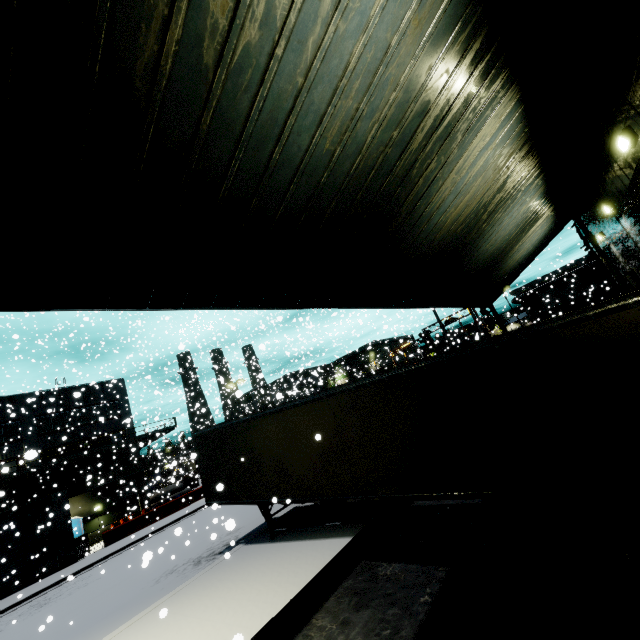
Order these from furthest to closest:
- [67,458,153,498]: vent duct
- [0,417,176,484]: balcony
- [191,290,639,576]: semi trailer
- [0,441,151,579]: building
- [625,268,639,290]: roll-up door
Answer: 1. [67,458,153,498]: vent duct
2. [0,417,176,484]: balcony
3. [0,441,151,579]: building
4. [625,268,639,290]: roll-up door
5. [191,290,639,576]: semi trailer

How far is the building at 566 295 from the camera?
51.84m

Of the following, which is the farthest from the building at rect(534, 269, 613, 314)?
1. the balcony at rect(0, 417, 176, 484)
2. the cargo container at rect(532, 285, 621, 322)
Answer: the cargo container at rect(532, 285, 621, 322)

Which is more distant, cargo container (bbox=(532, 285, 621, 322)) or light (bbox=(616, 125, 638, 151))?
cargo container (bbox=(532, 285, 621, 322))

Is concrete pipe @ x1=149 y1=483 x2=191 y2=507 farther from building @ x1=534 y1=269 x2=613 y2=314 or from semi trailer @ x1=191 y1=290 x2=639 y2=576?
semi trailer @ x1=191 y1=290 x2=639 y2=576

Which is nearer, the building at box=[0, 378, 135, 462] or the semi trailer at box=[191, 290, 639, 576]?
the semi trailer at box=[191, 290, 639, 576]

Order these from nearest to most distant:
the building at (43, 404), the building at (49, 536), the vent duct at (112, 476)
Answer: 1. the building at (49, 536)
2. the building at (43, 404)
3. the vent duct at (112, 476)

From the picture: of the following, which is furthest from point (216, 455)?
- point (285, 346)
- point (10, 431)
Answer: point (285, 346)
